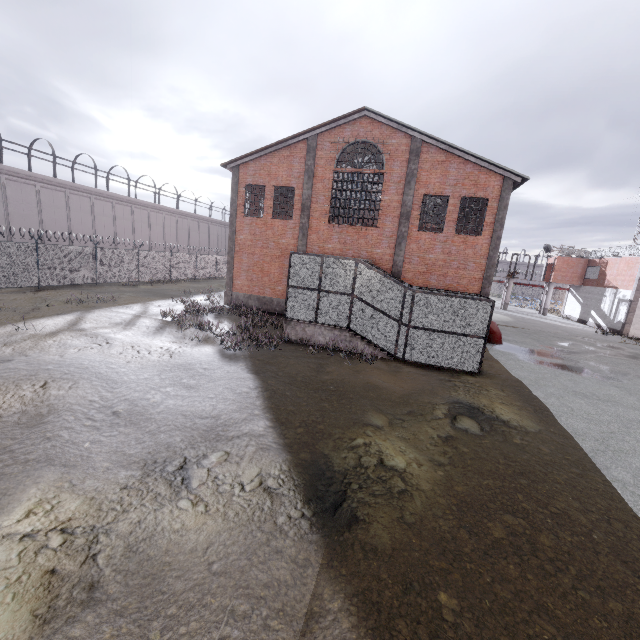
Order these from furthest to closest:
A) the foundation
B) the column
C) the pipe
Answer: the foundation
the pipe
the column

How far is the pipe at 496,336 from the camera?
19.1 meters

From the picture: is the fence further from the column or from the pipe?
the pipe

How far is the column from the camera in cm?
1761

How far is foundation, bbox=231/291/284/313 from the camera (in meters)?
21.17

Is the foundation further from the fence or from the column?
the fence

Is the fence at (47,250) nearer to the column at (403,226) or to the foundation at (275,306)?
the foundation at (275,306)

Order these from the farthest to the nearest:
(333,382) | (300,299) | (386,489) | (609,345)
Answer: (609,345) → (300,299) → (333,382) → (386,489)
